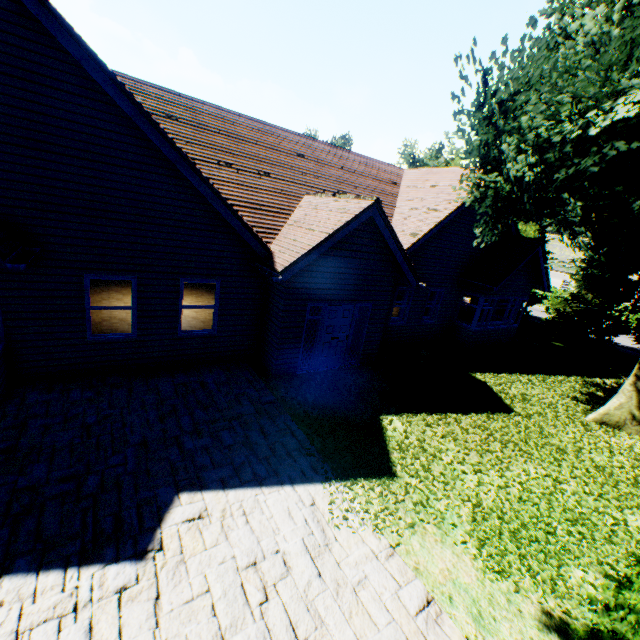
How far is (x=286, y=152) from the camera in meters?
12.4

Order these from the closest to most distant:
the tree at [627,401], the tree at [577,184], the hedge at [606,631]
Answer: the hedge at [606,631] < the tree at [577,184] < the tree at [627,401]

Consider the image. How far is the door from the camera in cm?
1001

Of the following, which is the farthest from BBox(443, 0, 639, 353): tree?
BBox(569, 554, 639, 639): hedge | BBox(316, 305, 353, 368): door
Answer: BBox(316, 305, 353, 368): door

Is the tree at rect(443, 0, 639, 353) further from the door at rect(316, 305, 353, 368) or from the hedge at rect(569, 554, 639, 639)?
the door at rect(316, 305, 353, 368)

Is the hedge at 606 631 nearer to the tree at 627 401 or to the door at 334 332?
the tree at 627 401

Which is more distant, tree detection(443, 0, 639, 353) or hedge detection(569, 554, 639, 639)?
tree detection(443, 0, 639, 353)
